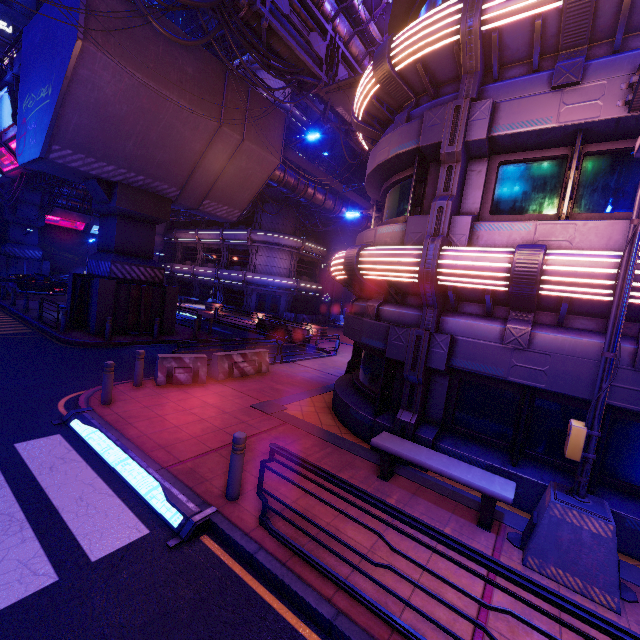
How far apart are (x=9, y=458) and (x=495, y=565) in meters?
7.6

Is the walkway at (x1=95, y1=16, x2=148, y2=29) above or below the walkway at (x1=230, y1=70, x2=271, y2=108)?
below

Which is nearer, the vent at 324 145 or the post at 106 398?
the post at 106 398

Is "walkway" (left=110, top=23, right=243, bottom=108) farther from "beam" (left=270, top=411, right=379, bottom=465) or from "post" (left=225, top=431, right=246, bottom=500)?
"post" (left=225, top=431, right=246, bottom=500)

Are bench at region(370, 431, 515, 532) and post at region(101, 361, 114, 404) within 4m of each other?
no

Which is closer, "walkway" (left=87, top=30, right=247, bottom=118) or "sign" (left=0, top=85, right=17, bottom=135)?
"walkway" (left=87, top=30, right=247, bottom=118)

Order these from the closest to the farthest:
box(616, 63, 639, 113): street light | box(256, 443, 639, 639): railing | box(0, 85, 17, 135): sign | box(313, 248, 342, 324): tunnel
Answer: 1. box(256, 443, 639, 639): railing
2. box(616, 63, 639, 113): street light
3. box(0, 85, 17, 135): sign
4. box(313, 248, 342, 324): tunnel

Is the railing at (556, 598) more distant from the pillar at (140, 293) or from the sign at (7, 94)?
the sign at (7, 94)
